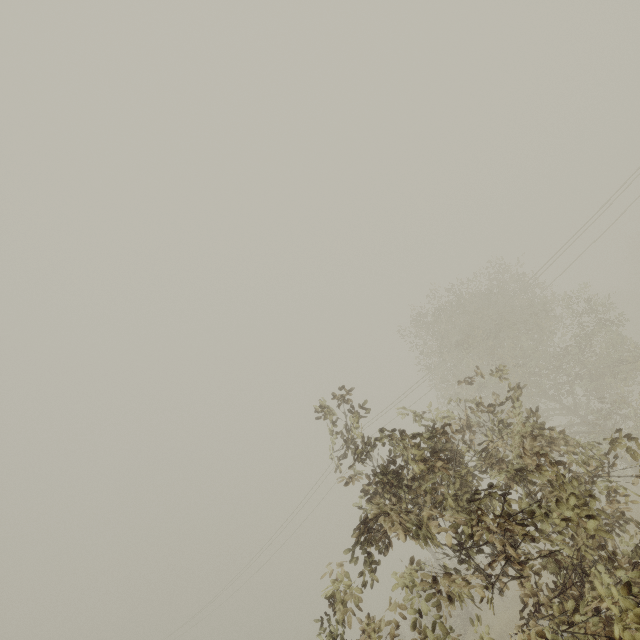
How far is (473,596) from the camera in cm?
340
